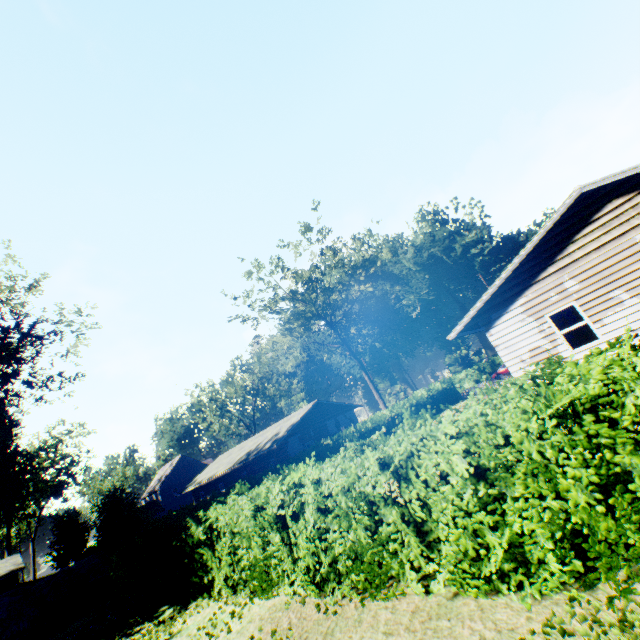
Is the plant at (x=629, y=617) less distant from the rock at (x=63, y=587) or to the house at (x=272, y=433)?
the rock at (x=63, y=587)

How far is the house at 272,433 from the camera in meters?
27.8 m

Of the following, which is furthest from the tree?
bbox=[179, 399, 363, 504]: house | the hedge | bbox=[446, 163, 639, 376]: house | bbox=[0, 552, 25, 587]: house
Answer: bbox=[0, 552, 25, 587]: house

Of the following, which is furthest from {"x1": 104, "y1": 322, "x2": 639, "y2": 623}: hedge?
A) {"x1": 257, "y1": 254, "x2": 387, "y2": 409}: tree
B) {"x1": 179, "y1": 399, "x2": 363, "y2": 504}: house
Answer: {"x1": 257, "y1": 254, "x2": 387, "y2": 409}: tree

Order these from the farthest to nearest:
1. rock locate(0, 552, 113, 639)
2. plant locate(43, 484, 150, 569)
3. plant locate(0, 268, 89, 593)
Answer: plant locate(0, 268, 89, 593) → plant locate(43, 484, 150, 569) → rock locate(0, 552, 113, 639)

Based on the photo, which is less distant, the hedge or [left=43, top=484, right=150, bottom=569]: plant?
the hedge

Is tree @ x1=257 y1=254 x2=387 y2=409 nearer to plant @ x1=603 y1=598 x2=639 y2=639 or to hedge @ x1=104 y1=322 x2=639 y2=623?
plant @ x1=603 y1=598 x2=639 y2=639

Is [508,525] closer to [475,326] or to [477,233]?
[475,326]
